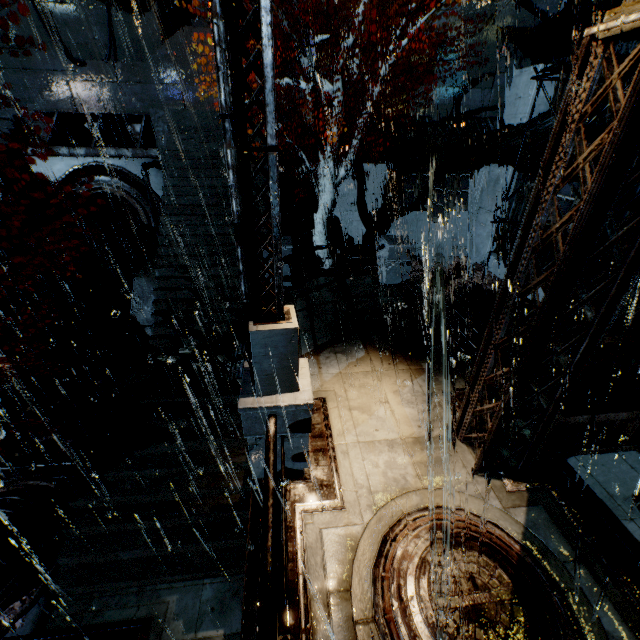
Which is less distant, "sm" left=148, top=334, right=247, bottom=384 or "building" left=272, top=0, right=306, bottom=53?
"sm" left=148, top=334, right=247, bottom=384

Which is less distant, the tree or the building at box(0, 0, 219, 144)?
the tree

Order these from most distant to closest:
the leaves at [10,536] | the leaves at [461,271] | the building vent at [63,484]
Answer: the leaves at [461,271], the building vent at [63,484], the leaves at [10,536]

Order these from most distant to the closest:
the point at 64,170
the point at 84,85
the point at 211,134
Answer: the point at 84,85 < the point at 64,170 < the point at 211,134

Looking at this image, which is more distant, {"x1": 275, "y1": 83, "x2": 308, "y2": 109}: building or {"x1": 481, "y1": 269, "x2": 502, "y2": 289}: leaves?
{"x1": 481, "y1": 269, "x2": 502, "y2": 289}: leaves

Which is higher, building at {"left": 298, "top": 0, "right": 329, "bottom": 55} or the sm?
building at {"left": 298, "top": 0, "right": 329, "bottom": 55}

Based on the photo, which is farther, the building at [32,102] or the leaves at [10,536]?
the building at [32,102]

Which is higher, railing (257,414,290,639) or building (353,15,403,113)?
building (353,15,403,113)
